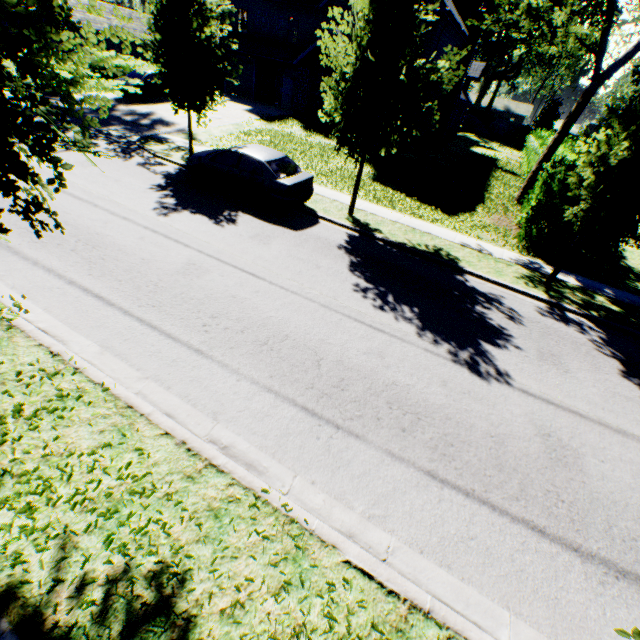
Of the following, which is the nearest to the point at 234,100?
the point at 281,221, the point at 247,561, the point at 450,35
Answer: the point at 450,35

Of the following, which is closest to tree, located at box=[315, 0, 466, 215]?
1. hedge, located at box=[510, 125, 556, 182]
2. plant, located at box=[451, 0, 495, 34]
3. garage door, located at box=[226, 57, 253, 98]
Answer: hedge, located at box=[510, 125, 556, 182]

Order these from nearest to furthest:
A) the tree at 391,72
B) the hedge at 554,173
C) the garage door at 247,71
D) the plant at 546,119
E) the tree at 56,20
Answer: the tree at 56,20
the tree at 391,72
the hedge at 554,173
the garage door at 247,71
the plant at 546,119

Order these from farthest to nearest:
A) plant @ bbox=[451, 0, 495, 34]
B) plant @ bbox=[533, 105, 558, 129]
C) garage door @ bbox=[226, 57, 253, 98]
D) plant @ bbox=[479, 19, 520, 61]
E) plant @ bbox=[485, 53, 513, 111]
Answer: plant @ bbox=[479, 19, 520, 61] → plant @ bbox=[451, 0, 495, 34] → plant @ bbox=[485, 53, 513, 111] → plant @ bbox=[533, 105, 558, 129] → garage door @ bbox=[226, 57, 253, 98]

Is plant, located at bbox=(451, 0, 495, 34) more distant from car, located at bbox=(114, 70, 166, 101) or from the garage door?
car, located at bbox=(114, 70, 166, 101)

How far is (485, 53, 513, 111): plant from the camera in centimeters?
4688cm

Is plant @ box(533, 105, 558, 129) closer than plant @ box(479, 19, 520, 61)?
Yes

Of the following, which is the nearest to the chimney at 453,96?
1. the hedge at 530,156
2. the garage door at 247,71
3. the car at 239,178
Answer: the hedge at 530,156
